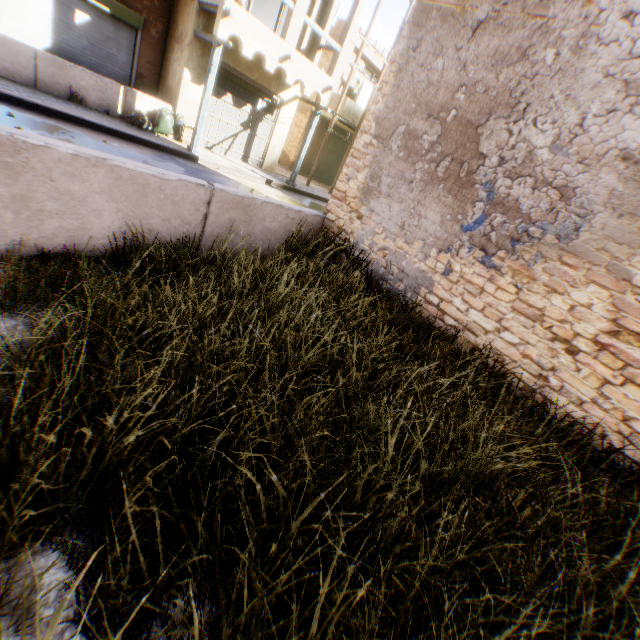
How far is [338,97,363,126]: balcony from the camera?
16.28m

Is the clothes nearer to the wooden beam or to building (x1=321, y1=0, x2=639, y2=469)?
building (x1=321, y1=0, x2=639, y2=469)

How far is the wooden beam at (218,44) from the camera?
9.3m

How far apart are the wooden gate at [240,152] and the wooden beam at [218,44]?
0.6 meters

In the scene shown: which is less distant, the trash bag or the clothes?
the trash bag

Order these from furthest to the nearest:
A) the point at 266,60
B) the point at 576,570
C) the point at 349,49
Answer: the point at 349,49 → the point at 266,60 → the point at 576,570

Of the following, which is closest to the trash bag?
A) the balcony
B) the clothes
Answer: the balcony

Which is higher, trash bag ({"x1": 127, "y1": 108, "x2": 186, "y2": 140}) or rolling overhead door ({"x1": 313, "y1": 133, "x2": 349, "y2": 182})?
rolling overhead door ({"x1": 313, "y1": 133, "x2": 349, "y2": 182})
